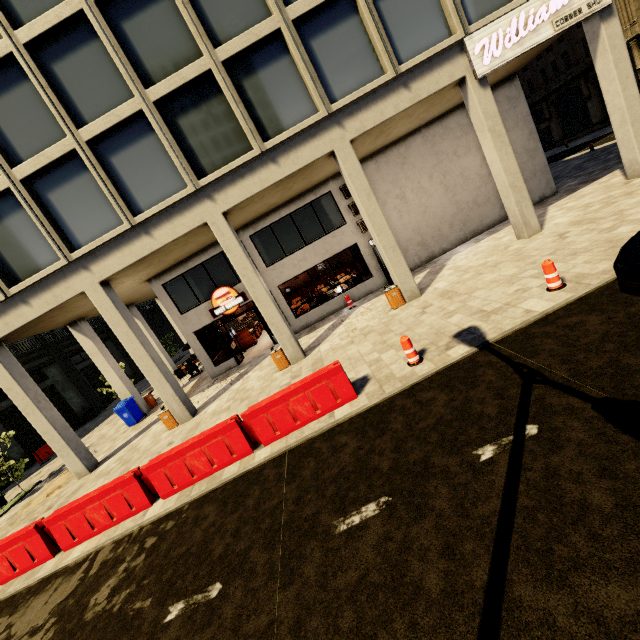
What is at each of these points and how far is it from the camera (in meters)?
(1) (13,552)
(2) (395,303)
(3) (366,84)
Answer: (1) cement barricade, 7.81
(2) trash bin, 12.12
(3) building, 10.63

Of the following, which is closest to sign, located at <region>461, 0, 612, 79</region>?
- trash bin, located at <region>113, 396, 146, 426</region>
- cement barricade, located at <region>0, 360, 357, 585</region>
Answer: cement barricade, located at <region>0, 360, 357, 585</region>

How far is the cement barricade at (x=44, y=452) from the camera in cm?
2005

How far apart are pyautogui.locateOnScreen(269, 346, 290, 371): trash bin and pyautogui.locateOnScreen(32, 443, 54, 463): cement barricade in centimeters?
→ 1854cm

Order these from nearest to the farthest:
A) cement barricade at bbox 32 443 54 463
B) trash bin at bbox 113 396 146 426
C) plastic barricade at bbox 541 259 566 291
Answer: plastic barricade at bbox 541 259 566 291
trash bin at bbox 113 396 146 426
cement barricade at bbox 32 443 54 463

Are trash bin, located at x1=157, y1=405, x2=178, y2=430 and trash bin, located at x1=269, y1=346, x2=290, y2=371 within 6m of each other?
yes

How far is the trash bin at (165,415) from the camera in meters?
12.4 m

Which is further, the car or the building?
the building
